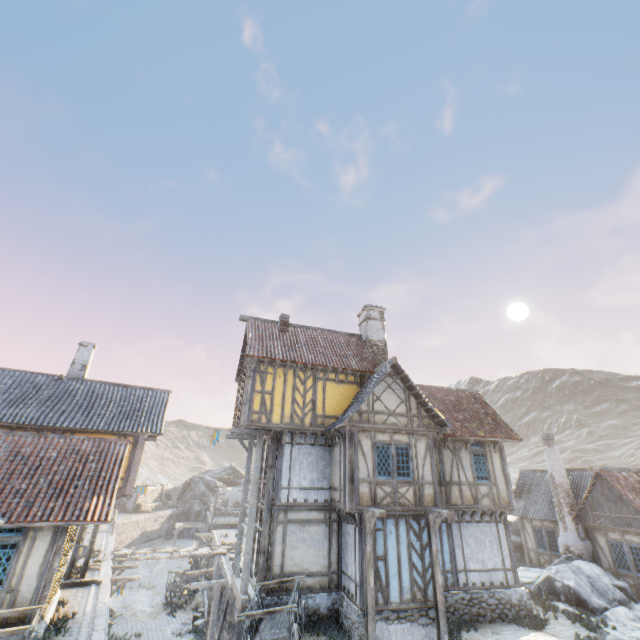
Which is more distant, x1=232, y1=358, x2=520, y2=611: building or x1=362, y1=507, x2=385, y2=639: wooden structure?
x1=232, y1=358, x2=520, y2=611: building

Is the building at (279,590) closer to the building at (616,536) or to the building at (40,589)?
the building at (40,589)

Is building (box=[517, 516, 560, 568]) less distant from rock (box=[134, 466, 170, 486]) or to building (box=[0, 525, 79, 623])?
rock (box=[134, 466, 170, 486])

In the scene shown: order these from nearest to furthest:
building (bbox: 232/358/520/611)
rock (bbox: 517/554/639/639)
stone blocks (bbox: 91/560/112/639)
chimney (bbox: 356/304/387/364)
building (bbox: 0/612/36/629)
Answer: building (bbox: 0/612/36/629)
stone blocks (bbox: 91/560/112/639)
building (bbox: 232/358/520/611)
rock (bbox: 517/554/639/639)
chimney (bbox: 356/304/387/364)

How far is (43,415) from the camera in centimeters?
1658cm

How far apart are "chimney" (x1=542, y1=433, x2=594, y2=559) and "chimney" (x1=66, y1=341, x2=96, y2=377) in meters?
29.6 m

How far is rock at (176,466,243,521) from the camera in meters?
46.9

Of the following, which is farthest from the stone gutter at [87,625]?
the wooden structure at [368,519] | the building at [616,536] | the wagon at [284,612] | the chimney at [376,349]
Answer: the building at [616,536]
